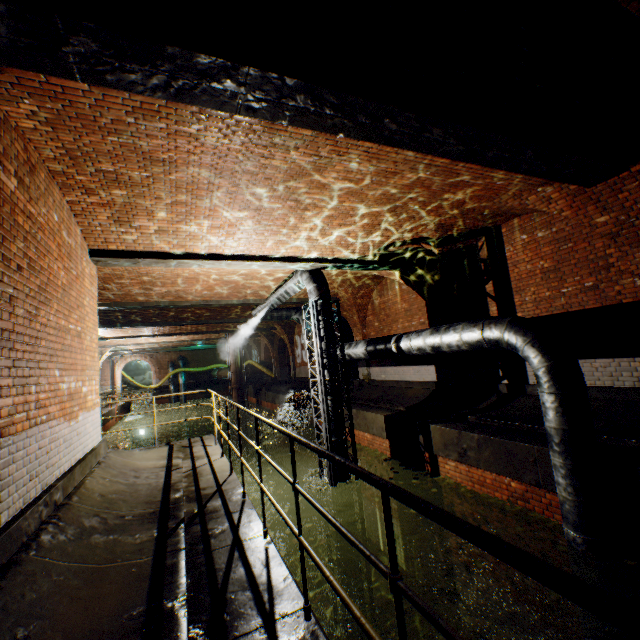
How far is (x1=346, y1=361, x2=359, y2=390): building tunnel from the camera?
18.8m

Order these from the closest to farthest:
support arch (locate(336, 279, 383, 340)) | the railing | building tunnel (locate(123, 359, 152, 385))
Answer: the railing < support arch (locate(336, 279, 383, 340)) < building tunnel (locate(123, 359, 152, 385))

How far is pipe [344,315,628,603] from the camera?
4.4 meters

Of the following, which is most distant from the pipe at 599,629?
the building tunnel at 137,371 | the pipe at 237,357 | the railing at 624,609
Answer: the building tunnel at 137,371

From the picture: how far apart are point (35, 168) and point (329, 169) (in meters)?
3.79

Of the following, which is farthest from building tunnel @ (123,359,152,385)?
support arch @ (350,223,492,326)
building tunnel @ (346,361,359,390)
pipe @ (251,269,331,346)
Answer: support arch @ (350,223,492,326)

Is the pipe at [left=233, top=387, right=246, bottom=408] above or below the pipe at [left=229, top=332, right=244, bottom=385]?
below

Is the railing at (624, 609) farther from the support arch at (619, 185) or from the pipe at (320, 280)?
the support arch at (619, 185)
